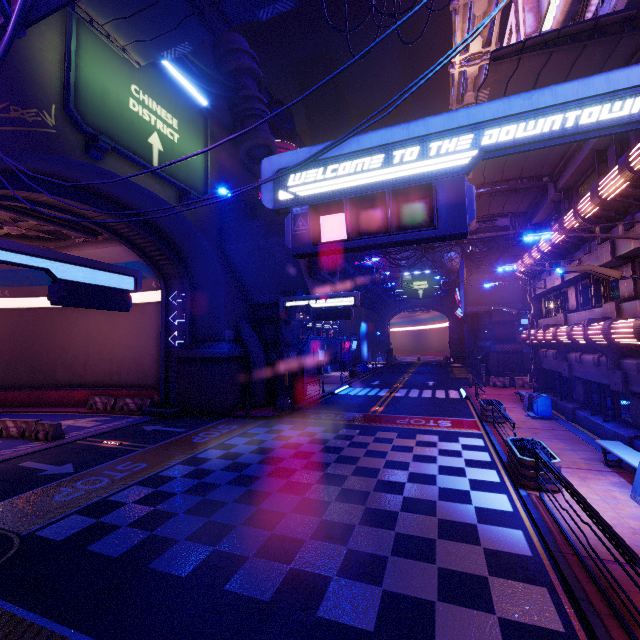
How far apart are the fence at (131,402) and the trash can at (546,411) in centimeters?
2273cm

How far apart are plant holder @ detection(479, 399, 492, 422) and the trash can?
1.16m

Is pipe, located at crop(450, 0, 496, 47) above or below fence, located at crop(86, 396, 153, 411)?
above

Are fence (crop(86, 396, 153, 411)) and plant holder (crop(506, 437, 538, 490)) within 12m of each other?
no

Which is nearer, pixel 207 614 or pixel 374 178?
pixel 374 178

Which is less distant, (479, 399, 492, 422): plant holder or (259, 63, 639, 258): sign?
(259, 63, 639, 258): sign

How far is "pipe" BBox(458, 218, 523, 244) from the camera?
29.95m

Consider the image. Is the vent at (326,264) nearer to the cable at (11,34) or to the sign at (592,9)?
the sign at (592,9)
